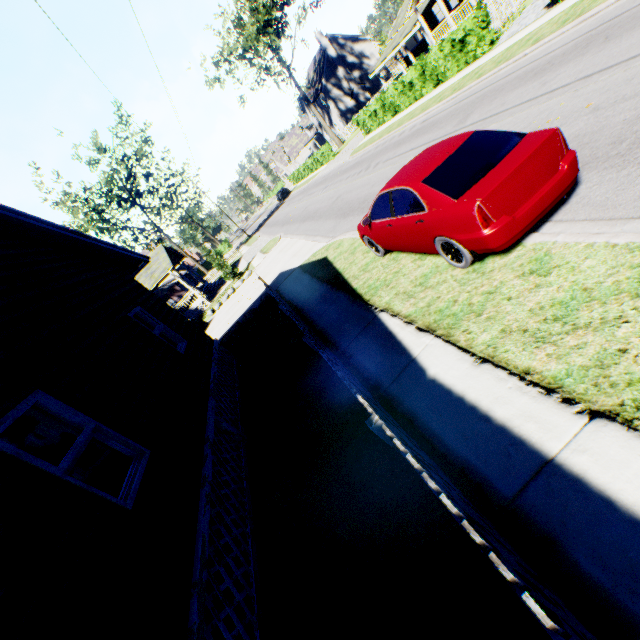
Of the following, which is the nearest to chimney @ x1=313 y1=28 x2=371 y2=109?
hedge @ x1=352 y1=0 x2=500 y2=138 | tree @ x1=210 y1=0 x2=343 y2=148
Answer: tree @ x1=210 y1=0 x2=343 y2=148

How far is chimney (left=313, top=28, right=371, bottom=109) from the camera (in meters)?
45.06

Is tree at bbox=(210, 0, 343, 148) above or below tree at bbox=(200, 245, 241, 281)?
above

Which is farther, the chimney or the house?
the chimney

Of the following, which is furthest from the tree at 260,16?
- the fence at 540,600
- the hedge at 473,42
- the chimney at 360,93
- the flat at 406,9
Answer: the fence at 540,600

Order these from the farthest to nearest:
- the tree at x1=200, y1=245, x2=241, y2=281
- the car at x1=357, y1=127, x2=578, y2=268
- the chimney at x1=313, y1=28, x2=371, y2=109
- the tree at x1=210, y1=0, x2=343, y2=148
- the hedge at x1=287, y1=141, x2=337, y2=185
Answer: the chimney at x1=313, y1=28, x2=371, y2=109 < the hedge at x1=287, y1=141, x2=337, y2=185 < the tree at x1=210, y1=0, x2=343, y2=148 < the tree at x1=200, y1=245, x2=241, y2=281 < the car at x1=357, y1=127, x2=578, y2=268

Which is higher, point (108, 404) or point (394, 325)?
point (108, 404)

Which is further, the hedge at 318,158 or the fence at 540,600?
the hedge at 318,158
